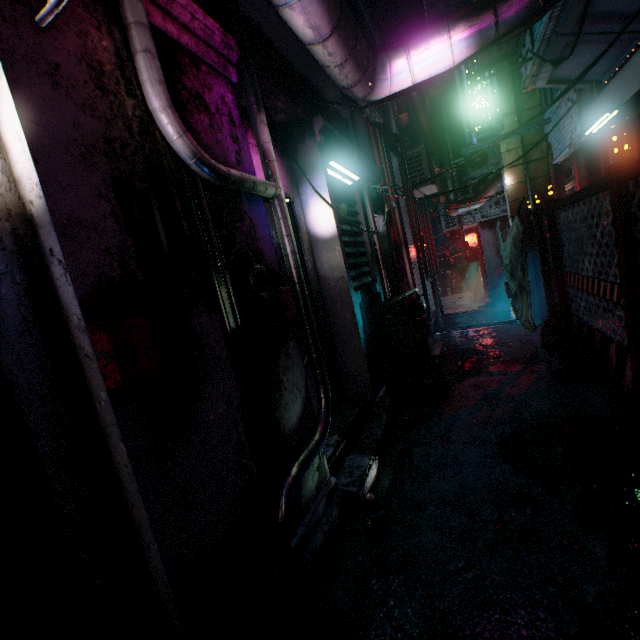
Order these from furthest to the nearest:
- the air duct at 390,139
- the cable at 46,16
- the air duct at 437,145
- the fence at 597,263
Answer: the air duct at 437,145, the air duct at 390,139, the fence at 597,263, the cable at 46,16

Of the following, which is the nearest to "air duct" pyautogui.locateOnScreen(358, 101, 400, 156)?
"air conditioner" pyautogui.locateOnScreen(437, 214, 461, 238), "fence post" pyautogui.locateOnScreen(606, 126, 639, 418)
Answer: "air conditioner" pyautogui.locateOnScreen(437, 214, 461, 238)

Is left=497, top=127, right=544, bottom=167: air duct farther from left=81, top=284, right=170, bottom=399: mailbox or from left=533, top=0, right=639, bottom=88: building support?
left=81, top=284, right=170, bottom=399: mailbox

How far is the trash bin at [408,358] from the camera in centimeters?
352cm

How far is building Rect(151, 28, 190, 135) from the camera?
1.43m

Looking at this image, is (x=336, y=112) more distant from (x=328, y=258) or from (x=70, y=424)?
(x=70, y=424)

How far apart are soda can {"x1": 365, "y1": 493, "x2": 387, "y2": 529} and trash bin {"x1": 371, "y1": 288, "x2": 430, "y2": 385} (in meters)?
1.78

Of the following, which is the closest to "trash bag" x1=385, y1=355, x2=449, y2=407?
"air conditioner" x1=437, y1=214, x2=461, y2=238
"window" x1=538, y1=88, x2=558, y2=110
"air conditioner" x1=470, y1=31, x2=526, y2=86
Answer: "air conditioner" x1=470, y1=31, x2=526, y2=86
